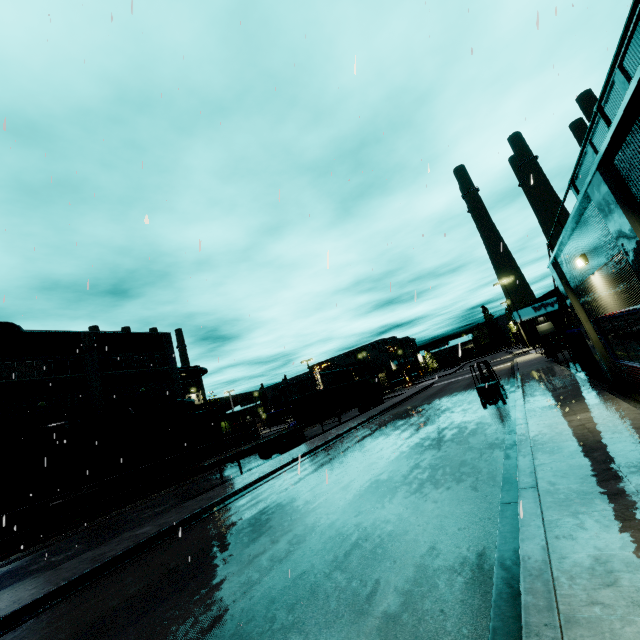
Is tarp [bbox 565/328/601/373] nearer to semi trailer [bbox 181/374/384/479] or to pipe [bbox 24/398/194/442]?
semi trailer [bbox 181/374/384/479]

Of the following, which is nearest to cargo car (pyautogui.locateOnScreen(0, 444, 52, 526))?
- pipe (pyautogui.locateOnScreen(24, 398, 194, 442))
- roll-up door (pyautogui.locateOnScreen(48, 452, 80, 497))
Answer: pipe (pyautogui.locateOnScreen(24, 398, 194, 442))

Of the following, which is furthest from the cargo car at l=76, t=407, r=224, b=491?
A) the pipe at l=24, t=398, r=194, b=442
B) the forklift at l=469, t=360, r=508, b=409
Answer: the forklift at l=469, t=360, r=508, b=409

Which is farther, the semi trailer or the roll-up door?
the roll-up door

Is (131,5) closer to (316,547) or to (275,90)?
(275,90)

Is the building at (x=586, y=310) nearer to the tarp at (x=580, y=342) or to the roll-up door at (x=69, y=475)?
the roll-up door at (x=69, y=475)

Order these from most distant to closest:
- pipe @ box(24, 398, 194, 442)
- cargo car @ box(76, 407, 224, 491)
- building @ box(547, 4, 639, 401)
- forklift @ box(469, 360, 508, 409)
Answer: pipe @ box(24, 398, 194, 442) < cargo car @ box(76, 407, 224, 491) < forklift @ box(469, 360, 508, 409) < building @ box(547, 4, 639, 401)

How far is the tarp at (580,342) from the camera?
13.4m
